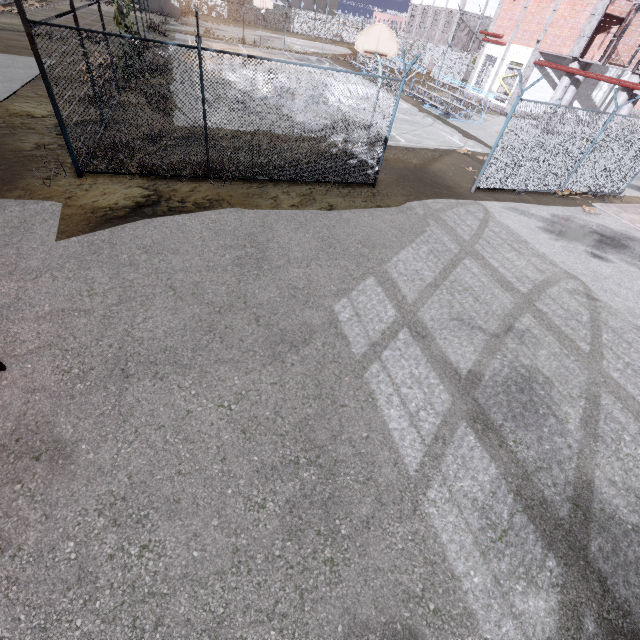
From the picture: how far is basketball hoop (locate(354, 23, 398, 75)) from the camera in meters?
11.8 m

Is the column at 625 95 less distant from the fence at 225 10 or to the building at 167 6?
the fence at 225 10

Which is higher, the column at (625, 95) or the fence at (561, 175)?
the column at (625, 95)

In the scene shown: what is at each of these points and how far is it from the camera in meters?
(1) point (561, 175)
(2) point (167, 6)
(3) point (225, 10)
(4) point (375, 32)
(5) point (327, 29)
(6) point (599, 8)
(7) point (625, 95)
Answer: (1) fence, 12.3
(2) building, 36.8
(3) fence, 46.6
(4) basketball hoop, 11.9
(5) fence, 51.4
(6) trim, 19.3
(7) column, 19.3

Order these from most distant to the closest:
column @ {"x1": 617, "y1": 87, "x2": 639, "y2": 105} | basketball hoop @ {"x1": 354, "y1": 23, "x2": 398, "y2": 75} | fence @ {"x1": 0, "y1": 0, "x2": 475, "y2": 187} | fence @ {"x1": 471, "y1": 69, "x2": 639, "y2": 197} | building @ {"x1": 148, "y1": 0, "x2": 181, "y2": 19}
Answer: building @ {"x1": 148, "y1": 0, "x2": 181, "y2": 19} < column @ {"x1": 617, "y1": 87, "x2": 639, "y2": 105} < basketball hoop @ {"x1": 354, "y1": 23, "x2": 398, "y2": 75} < fence @ {"x1": 471, "y1": 69, "x2": 639, "y2": 197} < fence @ {"x1": 0, "y1": 0, "x2": 475, "y2": 187}

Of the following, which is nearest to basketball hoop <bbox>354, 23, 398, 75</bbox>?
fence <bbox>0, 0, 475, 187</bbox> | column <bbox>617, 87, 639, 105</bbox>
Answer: fence <bbox>0, 0, 475, 187</bbox>

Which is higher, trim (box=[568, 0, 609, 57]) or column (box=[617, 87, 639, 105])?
trim (box=[568, 0, 609, 57])

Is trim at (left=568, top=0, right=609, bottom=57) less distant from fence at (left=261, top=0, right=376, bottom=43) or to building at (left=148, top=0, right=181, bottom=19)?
fence at (left=261, top=0, right=376, bottom=43)
